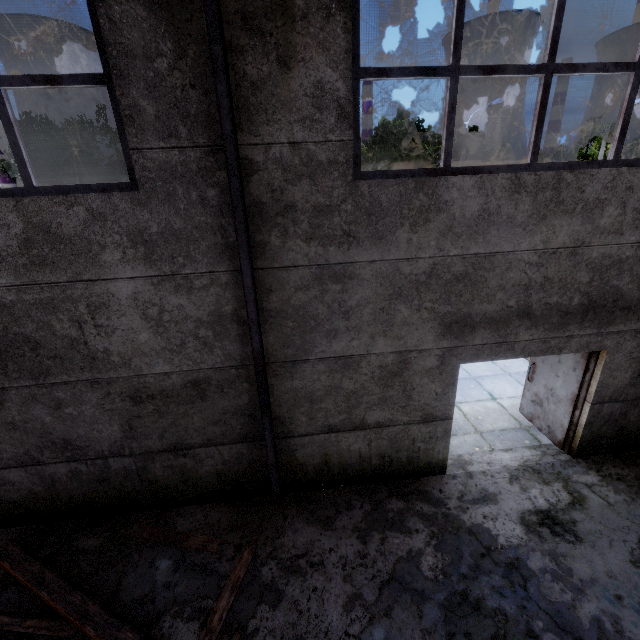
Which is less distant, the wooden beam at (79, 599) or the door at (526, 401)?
the wooden beam at (79, 599)

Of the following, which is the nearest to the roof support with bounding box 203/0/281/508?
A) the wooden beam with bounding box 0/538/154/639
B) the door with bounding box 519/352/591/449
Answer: the wooden beam with bounding box 0/538/154/639

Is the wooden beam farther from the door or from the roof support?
the door

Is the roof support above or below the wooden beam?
above

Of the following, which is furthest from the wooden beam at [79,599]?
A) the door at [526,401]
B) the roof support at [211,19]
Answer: the door at [526,401]

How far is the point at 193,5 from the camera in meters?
3.0 m

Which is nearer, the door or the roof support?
the roof support
